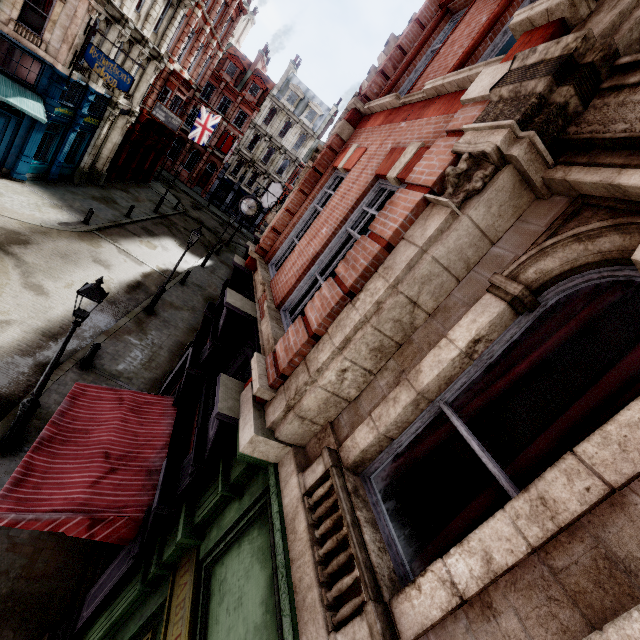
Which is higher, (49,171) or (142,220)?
(49,171)

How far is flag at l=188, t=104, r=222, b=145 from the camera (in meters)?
29.12

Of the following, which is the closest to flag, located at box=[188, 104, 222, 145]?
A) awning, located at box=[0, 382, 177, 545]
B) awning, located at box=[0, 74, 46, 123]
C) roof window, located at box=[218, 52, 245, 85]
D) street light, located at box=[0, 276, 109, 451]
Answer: awning, located at box=[0, 74, 46, 123]

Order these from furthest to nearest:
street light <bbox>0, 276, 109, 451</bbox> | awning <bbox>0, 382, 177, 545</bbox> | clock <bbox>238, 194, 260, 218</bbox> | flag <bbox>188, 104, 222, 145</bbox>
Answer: flag <bbox>188, 104, 222, 145</bbox>
clock <bbox>238, 194, 260, 218</bbox>
street light <bbox>0, 276, 109, 451</bbox>
awning <bbox>0, 382, 177, 545</bbox>

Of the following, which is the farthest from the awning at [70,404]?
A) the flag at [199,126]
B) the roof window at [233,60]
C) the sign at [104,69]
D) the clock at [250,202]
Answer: the roof window at [233,60]

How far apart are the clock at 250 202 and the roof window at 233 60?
38.10m

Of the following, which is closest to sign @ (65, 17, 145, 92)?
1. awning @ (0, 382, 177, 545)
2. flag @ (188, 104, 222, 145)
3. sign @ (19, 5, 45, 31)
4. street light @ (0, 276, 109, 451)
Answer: sign @ (19, 5, 45, 31)

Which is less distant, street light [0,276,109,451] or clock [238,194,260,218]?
street light [0,276,109,451]
